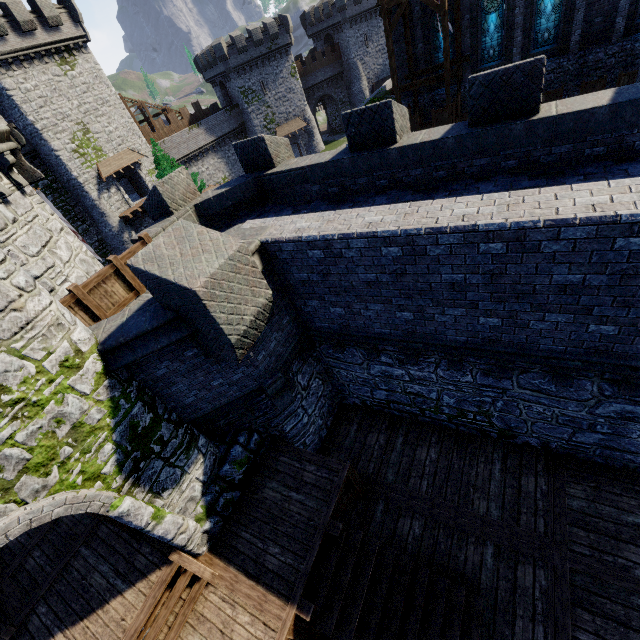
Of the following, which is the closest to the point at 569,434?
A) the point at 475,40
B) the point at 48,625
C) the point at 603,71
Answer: the point at 48,625

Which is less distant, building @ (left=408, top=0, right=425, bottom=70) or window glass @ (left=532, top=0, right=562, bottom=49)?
window glass @ (left=532, top=0, right=562, bottom=49)

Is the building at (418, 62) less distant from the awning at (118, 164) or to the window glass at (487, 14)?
the window glass at (487, 14)

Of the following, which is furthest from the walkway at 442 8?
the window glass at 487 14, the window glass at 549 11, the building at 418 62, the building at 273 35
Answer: the building at 273 35

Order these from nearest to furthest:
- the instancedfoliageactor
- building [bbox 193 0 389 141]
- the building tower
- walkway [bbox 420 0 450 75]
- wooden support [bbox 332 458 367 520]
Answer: the building tower < wooden support [bbox 332 458 367 520] < walkway [bbox 420 0 450 75] < the instancedfoliageactor < building [bbox 193 0 389 141]

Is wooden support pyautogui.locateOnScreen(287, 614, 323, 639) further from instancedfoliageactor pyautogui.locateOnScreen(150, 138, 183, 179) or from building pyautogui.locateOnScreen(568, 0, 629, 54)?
building pyautogui.locateOnScreen(568, 0, 629, 54)

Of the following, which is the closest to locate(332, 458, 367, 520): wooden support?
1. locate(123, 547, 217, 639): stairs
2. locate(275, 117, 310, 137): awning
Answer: locate(123, 547, 217, 639): stairs

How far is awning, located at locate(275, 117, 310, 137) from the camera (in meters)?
48.72
